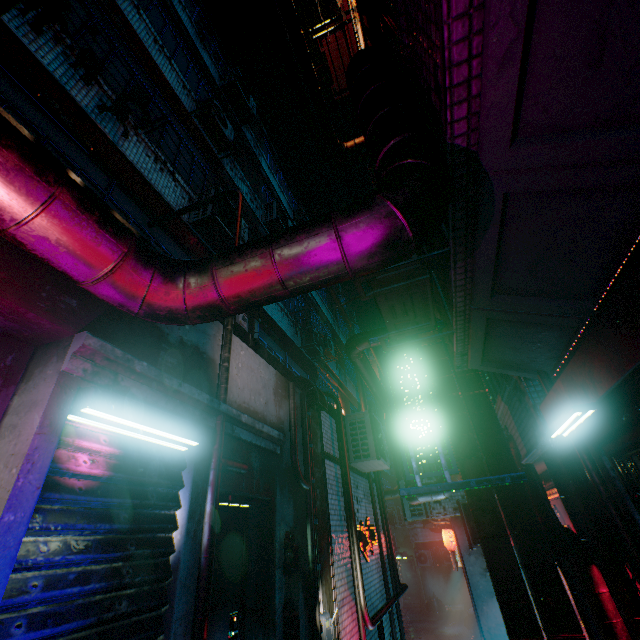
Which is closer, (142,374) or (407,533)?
(142,374)

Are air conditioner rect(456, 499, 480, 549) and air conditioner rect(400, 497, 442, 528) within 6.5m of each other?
yes

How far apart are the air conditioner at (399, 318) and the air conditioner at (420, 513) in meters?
6.7 m

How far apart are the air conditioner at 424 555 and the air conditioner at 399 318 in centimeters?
1976cm

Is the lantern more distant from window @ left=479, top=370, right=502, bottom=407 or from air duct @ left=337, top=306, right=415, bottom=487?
window @ left=479, top=370, right=502, bottom=407

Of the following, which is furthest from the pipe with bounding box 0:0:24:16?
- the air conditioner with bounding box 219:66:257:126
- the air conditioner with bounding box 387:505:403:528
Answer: the air conditioner with bounding box 387:505:403:528

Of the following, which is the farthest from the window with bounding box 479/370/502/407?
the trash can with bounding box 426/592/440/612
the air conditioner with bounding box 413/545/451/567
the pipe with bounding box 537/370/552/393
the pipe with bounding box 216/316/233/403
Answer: the trash can with bounding box 426/592/440/612

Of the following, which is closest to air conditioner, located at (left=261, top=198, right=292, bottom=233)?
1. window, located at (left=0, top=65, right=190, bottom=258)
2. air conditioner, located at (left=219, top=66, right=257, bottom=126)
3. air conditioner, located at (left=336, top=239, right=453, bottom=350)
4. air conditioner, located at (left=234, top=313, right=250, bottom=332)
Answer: air conditioner, located at (left=219, top=66, right=257, bottom=126)
